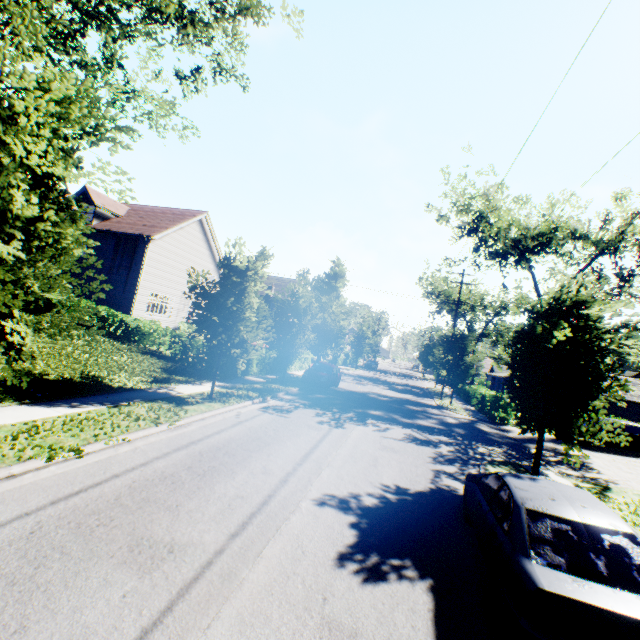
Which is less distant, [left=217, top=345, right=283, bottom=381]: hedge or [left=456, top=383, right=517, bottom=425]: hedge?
[left=217, top=345, right=283, bottom=381]: hedge

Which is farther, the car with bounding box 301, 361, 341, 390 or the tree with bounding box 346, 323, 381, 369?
the tree with bounding box 346, 323, 381, 369

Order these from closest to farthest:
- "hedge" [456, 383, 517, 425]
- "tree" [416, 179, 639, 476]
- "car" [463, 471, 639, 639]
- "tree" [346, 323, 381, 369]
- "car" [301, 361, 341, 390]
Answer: "car" [463, 471, 639, 639], "tree" [416, 179, 639, 476], "car" [301, 361, 341, 390], "hedge" [456, 383, 517, 425], "tree" [346, 323, 381, 369]

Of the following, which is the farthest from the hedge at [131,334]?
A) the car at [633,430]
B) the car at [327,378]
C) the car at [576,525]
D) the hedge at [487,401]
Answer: the car at [633,430]

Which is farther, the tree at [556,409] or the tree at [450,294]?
the tree at [450,294]

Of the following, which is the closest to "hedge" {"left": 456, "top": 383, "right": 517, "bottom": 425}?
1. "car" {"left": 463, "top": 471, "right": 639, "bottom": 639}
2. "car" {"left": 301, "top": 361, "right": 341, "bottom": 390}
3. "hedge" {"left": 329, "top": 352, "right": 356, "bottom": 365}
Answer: "car" {"left": 301, "top": 361, "right": 341, "bottom": 390}

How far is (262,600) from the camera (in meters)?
3.91

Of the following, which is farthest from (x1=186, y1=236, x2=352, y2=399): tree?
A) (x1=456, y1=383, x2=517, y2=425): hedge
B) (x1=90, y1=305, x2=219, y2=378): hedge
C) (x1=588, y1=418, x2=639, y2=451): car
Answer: (x1=588, y1=418, x2=639, y2=451): car
